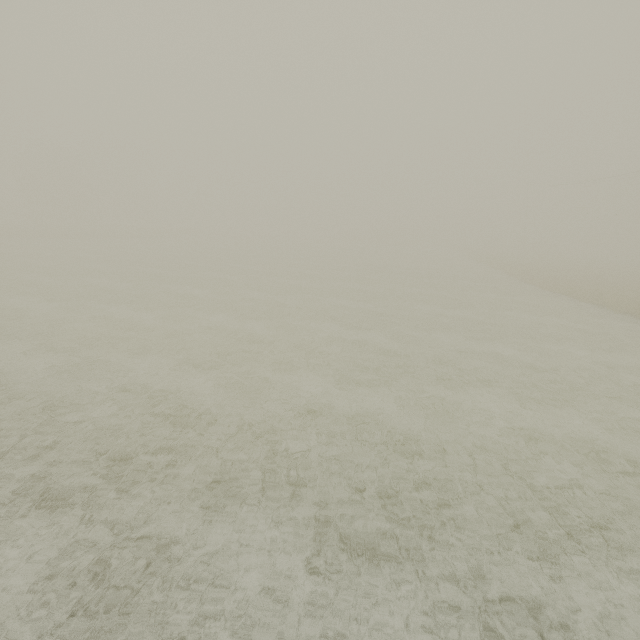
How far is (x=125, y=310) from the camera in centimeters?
1611cm
